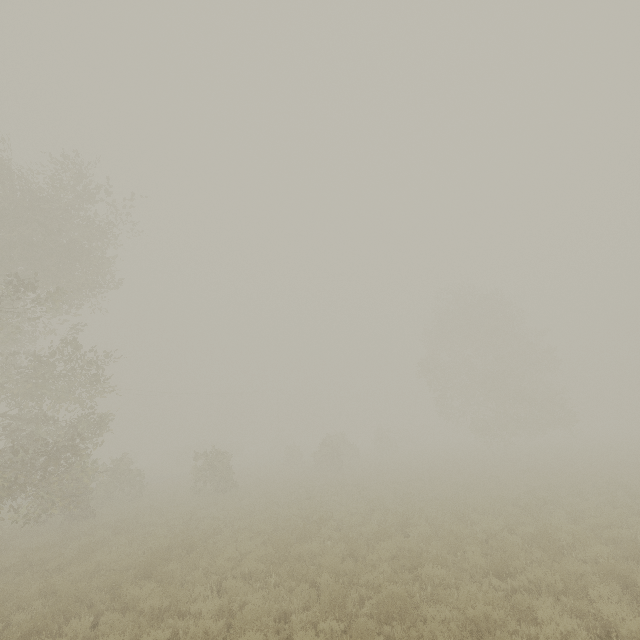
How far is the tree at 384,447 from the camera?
40.3m

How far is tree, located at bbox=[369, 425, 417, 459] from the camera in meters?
40.3

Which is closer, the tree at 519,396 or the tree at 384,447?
the tree at 519,396

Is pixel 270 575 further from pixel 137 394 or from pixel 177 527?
pixel 137 394

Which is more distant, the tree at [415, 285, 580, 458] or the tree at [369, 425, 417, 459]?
the tree at [369, 425, 417, 459]

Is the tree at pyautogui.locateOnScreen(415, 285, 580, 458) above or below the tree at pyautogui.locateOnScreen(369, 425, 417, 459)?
above
